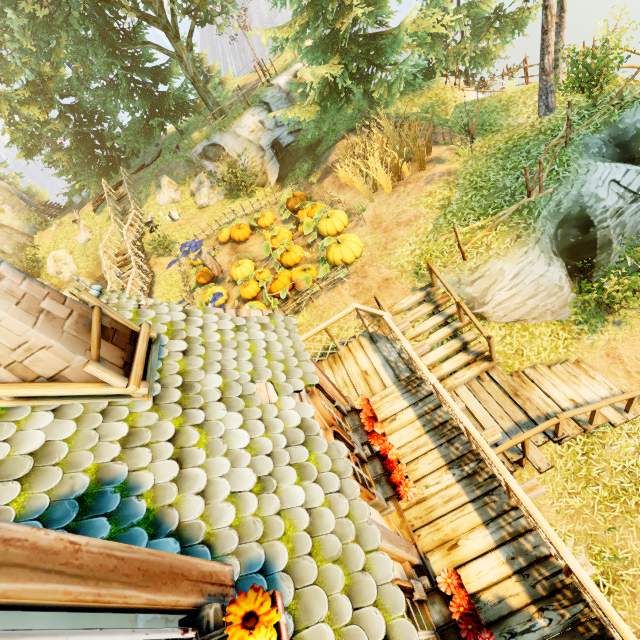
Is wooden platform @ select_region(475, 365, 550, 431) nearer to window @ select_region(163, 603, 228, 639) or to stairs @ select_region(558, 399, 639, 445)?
stairs @ select_region(558, 399, 639, 445)

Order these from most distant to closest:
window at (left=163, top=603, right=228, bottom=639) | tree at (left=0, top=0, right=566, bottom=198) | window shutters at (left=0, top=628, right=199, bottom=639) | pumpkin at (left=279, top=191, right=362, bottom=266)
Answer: tree at (left=0, top=0, right=566, bottom=198) < pumpkin at (left=279, top=191, right=362, bottom=266) < window at (left=163, top=603, right=228, bottom=639) < window shutters at (left=0, top=628, right=199, bottom=639)

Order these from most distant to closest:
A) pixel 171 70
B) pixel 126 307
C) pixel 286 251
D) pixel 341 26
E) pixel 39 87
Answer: pixel 39 87 < pixel 171 70 < pixel 341 26 < pixel 286 251 < pixel 126 307

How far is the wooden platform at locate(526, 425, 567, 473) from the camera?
6.51m

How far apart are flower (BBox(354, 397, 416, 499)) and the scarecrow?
10.46m

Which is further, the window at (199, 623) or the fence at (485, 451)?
the fence at (485, 451)

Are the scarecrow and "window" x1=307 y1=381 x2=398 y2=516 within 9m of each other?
no

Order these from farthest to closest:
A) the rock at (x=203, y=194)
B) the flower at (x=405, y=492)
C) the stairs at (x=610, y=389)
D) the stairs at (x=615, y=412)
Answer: the rock at (x=203, y=194)
the stairs at (x=610, y=389)
the stairs at (x=615, y=412)
the flower at (x=405, y=492)
